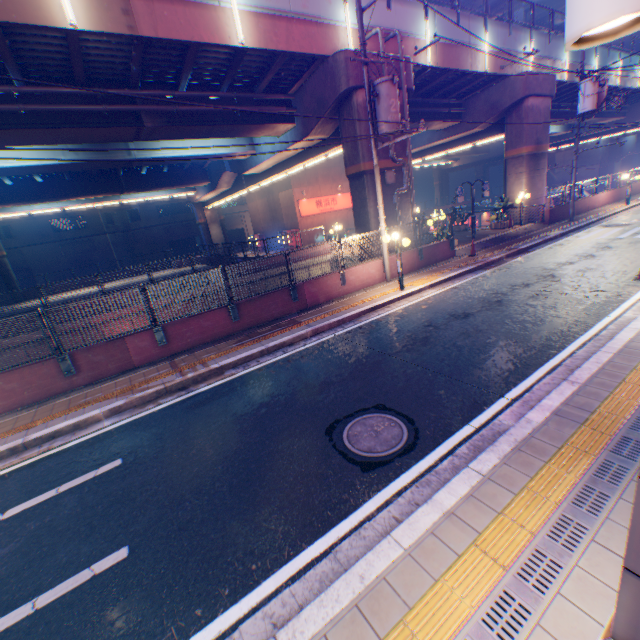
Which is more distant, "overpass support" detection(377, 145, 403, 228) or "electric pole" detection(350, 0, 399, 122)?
"overpass support" detection(377, 145, 403, 228)

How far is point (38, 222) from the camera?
39.7m

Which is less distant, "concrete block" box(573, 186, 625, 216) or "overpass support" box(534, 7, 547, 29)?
"concrete block" box(573, 186, 625, 216)

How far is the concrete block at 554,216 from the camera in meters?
20.9

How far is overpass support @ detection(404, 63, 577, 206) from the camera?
19.8 meters

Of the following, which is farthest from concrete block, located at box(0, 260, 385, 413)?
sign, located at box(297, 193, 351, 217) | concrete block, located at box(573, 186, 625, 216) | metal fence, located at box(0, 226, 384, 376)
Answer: sign, located at box(297, 193, 351, 217)

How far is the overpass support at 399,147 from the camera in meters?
15.0

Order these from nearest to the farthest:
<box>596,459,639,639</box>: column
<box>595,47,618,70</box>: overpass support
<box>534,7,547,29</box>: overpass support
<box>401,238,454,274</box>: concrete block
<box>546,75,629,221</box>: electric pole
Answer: <box>596,459,639,639</box>: column, <box>401,238,454,274</box>: concrete block, <box>546,75,629,221</box>: electric pole, <box>595,47,618,70</box>: overpass support, <box>534,7,547,29</box>: overpass support
